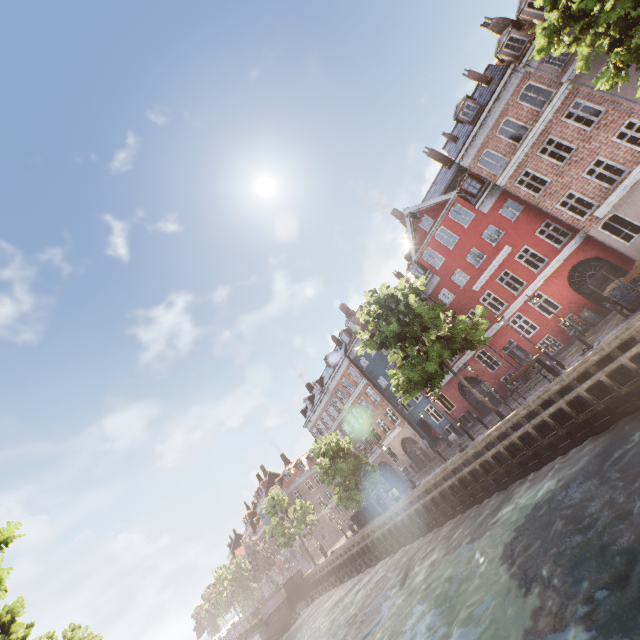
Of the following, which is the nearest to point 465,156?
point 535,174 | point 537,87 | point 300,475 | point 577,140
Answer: point 535,174

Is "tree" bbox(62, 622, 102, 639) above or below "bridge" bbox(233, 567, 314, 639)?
above

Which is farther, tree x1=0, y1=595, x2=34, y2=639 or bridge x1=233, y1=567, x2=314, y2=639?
bridge x1=233, y1=567, x2=314, y2=639

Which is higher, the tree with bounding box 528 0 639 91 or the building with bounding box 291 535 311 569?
the tree with bounding box 528 0 639 91

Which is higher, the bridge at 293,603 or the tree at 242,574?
the tree at 242,574

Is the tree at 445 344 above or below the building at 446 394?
above

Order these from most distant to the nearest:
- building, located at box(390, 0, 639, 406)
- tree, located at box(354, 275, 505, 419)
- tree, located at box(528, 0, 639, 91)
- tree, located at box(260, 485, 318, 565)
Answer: tree, located at box(260, 485, 318, 565) < building, located at box(390, 0, 639, 406) < tree, located at box(354, 275, 505, 419) < tree, located at box(528, 0, 639, 91)

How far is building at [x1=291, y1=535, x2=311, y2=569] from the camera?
54.9m
